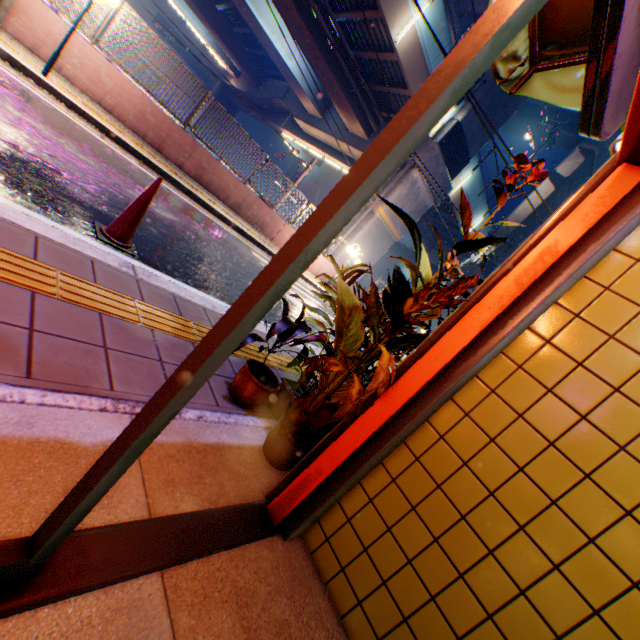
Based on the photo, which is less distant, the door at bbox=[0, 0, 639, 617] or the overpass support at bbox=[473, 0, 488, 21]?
the door at bbox=[0, 0, 639, 617]

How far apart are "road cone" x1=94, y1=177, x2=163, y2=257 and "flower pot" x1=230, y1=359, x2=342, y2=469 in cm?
224

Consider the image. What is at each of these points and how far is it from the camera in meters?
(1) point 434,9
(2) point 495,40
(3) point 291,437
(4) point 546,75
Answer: (1) overpass support, 13.1 m
(2) door, 0.6 m
(3) flower pot, 2.0 m
(4) awning, 2.3 m

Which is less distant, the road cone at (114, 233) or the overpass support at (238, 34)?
the road cone at (114, 233)

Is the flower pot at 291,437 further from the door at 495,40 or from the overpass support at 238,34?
the overpass support at 238,34

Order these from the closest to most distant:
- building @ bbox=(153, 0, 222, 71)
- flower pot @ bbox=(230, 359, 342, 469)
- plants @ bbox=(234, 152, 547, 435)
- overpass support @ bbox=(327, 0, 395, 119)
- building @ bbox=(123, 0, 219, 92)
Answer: plants @ bbox=(234, 152, 547, 435), flower pot @ bbox=(230, 359, 342, 469), overpass support @ bbox=(327, 0, 395, 119), building @ bbox=(123, 0, 219, 92), building @ bbox=(153, 0, 222, 71)

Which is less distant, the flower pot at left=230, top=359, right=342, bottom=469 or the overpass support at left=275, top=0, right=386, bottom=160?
the flower pot at left=230, top=359, right=342, bottom=469

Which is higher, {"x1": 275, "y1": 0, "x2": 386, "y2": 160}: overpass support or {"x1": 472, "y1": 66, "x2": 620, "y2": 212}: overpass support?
{"x1": 472, "y1": 66, "x2": 620, "y2": 212}: overpass support
